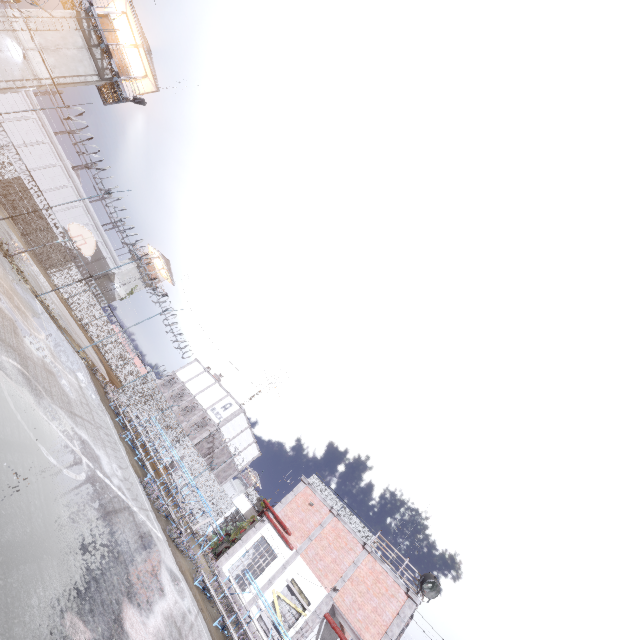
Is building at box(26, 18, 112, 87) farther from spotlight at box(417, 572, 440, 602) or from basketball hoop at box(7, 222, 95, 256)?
spotlight at box(417, 572, 440, 602)

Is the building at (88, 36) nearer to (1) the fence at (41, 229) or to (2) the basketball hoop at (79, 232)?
(1) the fence at (41, 229)

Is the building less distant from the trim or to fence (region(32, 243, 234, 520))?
fence (region(32, 243, 234, 520))

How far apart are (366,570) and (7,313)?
20.5 meters

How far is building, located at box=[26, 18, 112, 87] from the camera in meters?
22.5 m

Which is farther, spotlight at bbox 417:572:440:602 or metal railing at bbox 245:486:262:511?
metal railing at bbox 245:486:262:511

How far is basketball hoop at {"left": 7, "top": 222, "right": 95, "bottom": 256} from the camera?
16.0m

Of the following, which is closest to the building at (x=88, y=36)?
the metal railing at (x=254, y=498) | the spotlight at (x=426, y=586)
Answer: the metal railing at (x=254, y=498)
